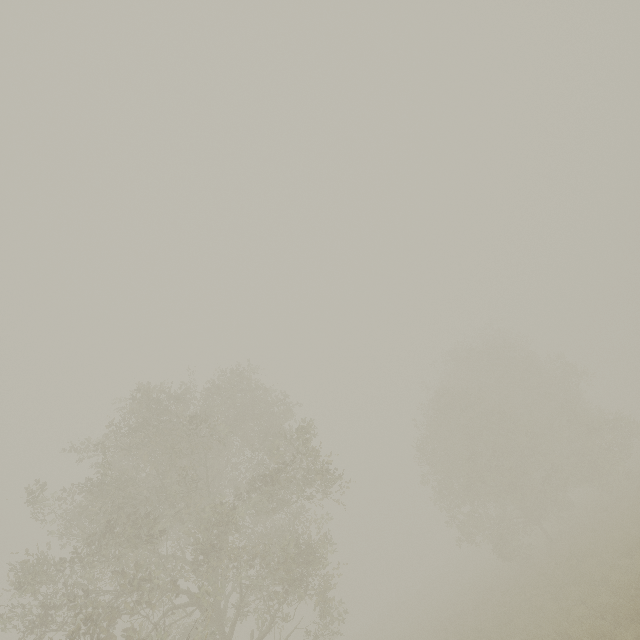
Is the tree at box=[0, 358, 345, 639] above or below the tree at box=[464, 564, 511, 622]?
above

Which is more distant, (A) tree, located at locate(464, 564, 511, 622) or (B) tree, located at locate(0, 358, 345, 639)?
(A) tree, located at locate(464, 564, 511, 622)

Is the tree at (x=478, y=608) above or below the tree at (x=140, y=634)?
below

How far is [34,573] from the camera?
9.7m

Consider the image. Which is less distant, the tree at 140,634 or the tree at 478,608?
the tree at 140,634

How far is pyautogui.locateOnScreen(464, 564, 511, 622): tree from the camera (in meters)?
18.24
